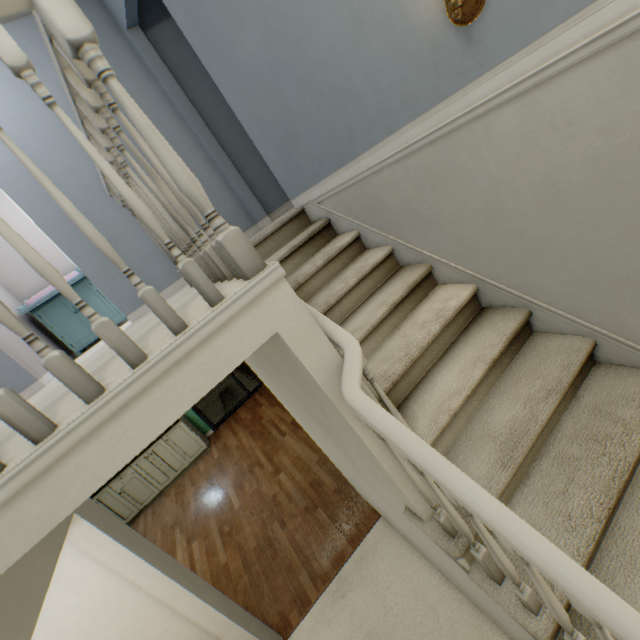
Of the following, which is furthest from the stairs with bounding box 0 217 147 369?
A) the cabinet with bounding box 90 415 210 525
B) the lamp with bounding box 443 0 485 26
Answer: the cabinet with bounding box 90 415 210 525

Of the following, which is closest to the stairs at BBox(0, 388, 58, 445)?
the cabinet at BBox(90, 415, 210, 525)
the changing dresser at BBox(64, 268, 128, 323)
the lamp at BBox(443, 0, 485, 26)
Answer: the lamp at BBox(443, 0, 485, 26)

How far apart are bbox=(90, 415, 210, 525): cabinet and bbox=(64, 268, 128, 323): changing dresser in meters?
1.9 m

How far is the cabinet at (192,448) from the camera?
5.19m

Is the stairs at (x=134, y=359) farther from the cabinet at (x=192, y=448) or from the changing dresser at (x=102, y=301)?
the cabinet at (x=192, y=448)

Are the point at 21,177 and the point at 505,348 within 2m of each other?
no

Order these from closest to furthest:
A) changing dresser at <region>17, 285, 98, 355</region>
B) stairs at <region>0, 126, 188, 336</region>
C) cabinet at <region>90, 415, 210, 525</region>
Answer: stairs at <region>0, 126, 188, 336</region>
changing dresser at <region>17, 285, 98, 355</region>
cabinet at <region>90, 415, 210, 525</region>
